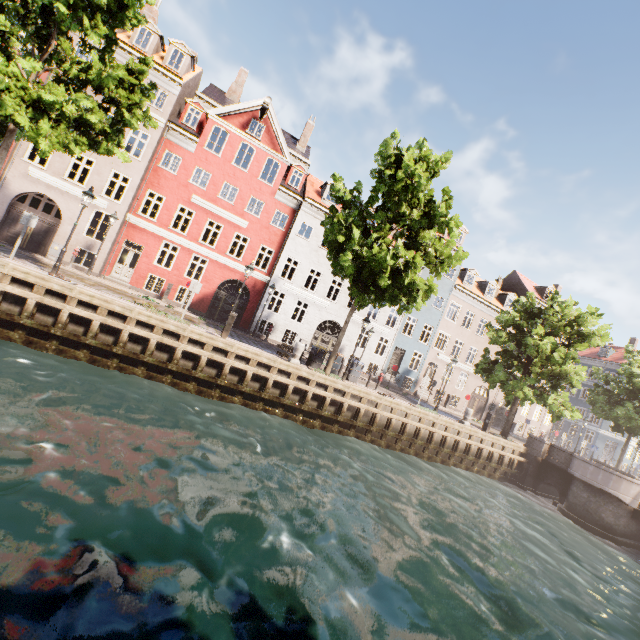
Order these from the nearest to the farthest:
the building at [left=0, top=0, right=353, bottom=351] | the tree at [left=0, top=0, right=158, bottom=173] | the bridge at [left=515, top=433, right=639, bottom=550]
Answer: the tree at [left=0, top=0, right=158, bottom=173] → the bridge at [left=515, top=433, right=639, bottom=550] → the building at [left=0, top=0, right=353, bottom=351]

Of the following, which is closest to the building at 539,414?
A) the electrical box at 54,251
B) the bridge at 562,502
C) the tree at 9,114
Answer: the electrical box at 54,251

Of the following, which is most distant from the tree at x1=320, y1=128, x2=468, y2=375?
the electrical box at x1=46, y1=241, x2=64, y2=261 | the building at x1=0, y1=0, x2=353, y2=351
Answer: the electrical box at x1=46, y1=241, x2=64, y2=261

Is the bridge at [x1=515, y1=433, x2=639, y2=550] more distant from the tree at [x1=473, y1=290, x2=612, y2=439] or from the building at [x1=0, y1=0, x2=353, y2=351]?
the building at [x1=0, y1=0, x2=353, y2=351]

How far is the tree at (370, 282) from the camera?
14.16m

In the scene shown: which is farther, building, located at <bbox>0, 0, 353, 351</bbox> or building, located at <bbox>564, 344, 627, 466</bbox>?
building, located at <bbox>564, 344, 627, 466</bbox>

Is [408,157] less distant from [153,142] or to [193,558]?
[153,142]

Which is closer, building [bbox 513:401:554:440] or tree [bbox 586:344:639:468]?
tree [bbox 586:344:639:468]
